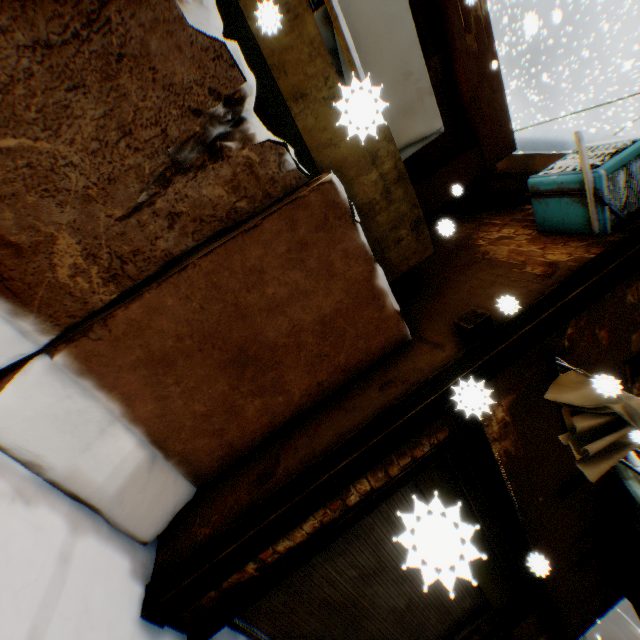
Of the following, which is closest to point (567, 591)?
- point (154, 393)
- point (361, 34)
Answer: point (154, 393)

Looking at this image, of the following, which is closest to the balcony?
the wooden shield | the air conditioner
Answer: the air conditioner

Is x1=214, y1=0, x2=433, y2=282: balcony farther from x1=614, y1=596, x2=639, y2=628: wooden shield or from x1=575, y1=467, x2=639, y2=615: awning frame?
x1=614, y1=596, x2=639, y2=628: wooden shield

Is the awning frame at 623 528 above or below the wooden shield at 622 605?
below

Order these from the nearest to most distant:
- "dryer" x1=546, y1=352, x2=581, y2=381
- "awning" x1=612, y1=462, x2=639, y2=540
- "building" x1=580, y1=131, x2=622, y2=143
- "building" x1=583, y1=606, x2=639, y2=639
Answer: "dryer" x1=546, y1=352, x2=581, y2=381, "awning" x1=612, y1=462, x2=639, y2=540, "building" x1=580, y1=131, x2=622, y2=143, "building" x1=583, y1=606, x2=639, y2=639

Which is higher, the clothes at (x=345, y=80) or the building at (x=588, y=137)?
the building at (x=588, y=137)

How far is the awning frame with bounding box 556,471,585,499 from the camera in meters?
4.1

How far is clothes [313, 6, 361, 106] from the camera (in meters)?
0.95
